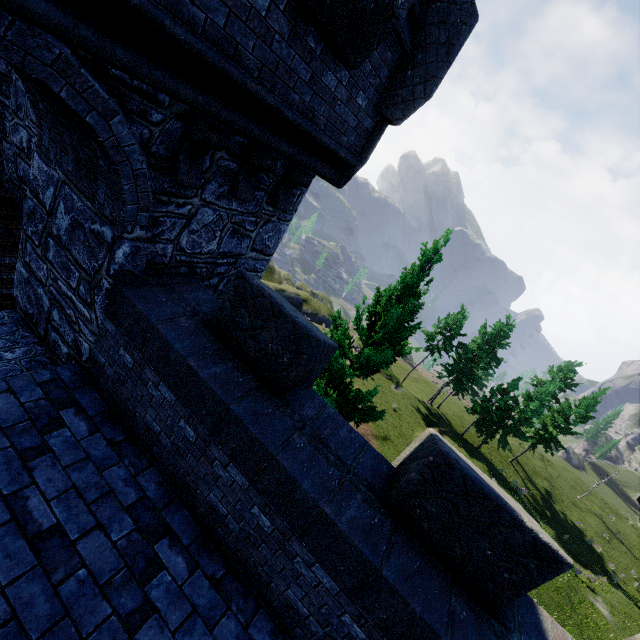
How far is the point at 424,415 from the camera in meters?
35.7

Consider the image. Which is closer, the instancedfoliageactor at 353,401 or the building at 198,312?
the building at 198,312

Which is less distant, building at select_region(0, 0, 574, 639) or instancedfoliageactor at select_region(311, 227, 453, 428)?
building at select_region(0, 0, 574, 639)

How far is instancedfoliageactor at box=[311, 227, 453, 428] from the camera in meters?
9.2

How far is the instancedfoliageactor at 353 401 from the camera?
9.22m
